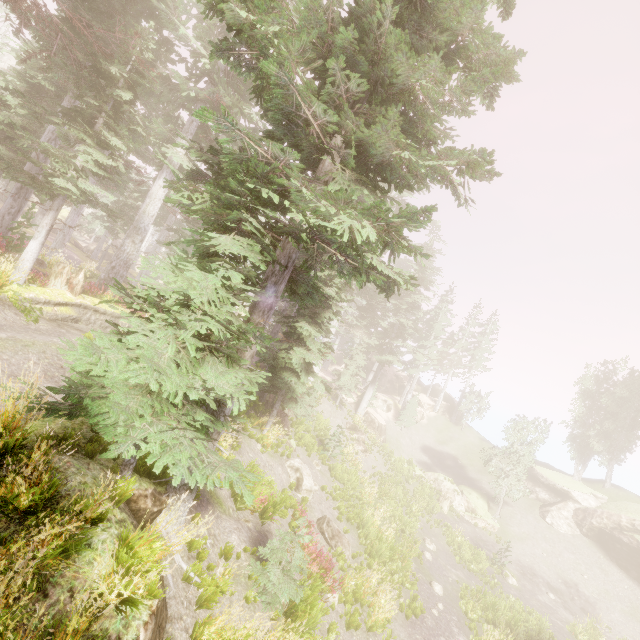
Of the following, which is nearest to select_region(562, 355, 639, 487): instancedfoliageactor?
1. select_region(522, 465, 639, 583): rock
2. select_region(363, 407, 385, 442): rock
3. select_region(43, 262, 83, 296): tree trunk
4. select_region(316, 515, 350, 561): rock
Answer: select_region(522, 465, 639, 583): rock

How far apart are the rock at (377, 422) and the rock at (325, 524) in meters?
19.4 m

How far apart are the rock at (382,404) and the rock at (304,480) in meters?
24.3

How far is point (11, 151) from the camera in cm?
1703

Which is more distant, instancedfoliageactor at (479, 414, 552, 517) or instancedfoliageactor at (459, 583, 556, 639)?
instancedfoliageactor at (479, 414, 552, 517)

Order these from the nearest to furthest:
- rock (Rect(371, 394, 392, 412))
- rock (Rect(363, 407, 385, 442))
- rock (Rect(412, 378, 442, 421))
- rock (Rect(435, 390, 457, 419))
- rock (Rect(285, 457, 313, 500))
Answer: rock (Rect(285, 457, 313, 500)) < rock (Rect(363, 407, 385, 442)) < rock (Rect(371, 394, 392, 412)) < rock (Rect(412, 378, 442, 421)) < rock (Rect(435, 390, 457, 419))

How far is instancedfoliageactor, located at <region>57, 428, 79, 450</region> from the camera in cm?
Result: 425

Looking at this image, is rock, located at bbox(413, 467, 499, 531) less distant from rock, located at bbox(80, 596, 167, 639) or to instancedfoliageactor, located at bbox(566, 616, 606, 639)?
instancedfoliageactor, located at bbox(566, 616, 606, 639)
